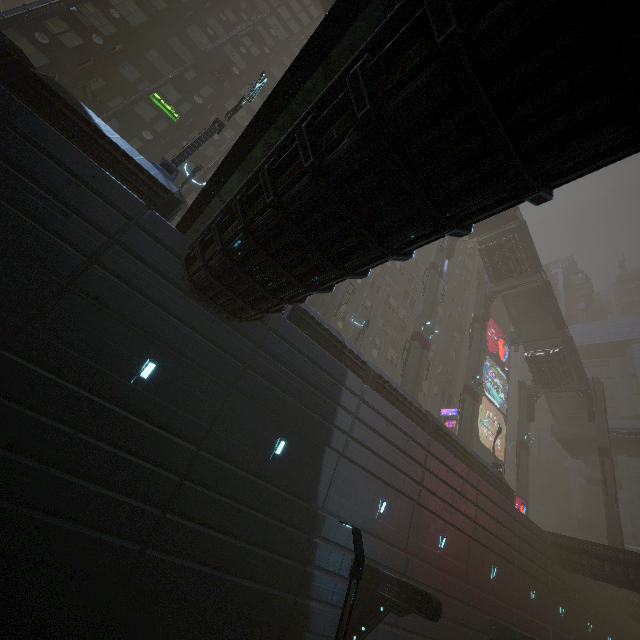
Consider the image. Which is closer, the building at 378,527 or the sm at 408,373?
the building at 378,527

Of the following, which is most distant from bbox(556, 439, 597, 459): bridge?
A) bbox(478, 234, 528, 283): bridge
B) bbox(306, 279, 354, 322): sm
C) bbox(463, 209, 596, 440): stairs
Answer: bbox(306, 279, 354, 322): sm

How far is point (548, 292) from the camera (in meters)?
35.50

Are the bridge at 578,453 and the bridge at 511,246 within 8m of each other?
no

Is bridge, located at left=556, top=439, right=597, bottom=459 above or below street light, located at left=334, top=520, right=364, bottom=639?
above

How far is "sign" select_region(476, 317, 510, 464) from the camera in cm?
4406

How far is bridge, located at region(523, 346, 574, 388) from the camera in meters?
36.4 m

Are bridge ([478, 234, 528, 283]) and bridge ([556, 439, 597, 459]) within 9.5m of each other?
no
